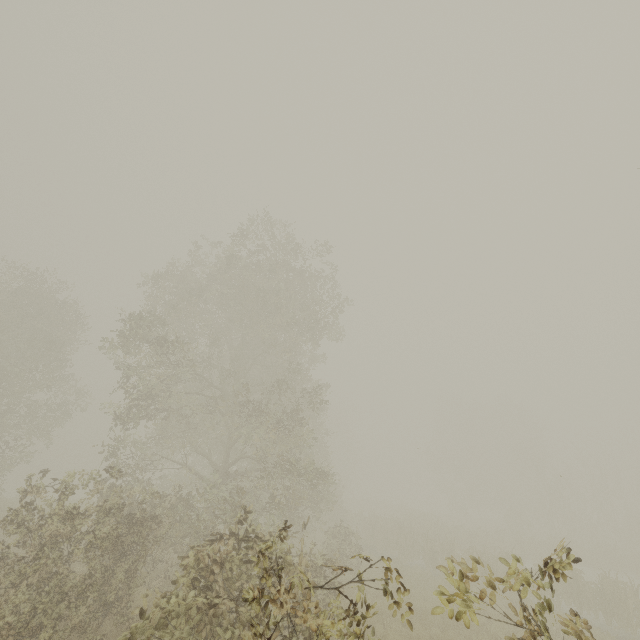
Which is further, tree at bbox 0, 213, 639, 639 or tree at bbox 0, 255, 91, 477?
tree at bbox 0, 255, 91, 477

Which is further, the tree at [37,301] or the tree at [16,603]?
the tree at [37,301]

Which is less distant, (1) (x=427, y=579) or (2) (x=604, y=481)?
(1) (x=427, y=579)
